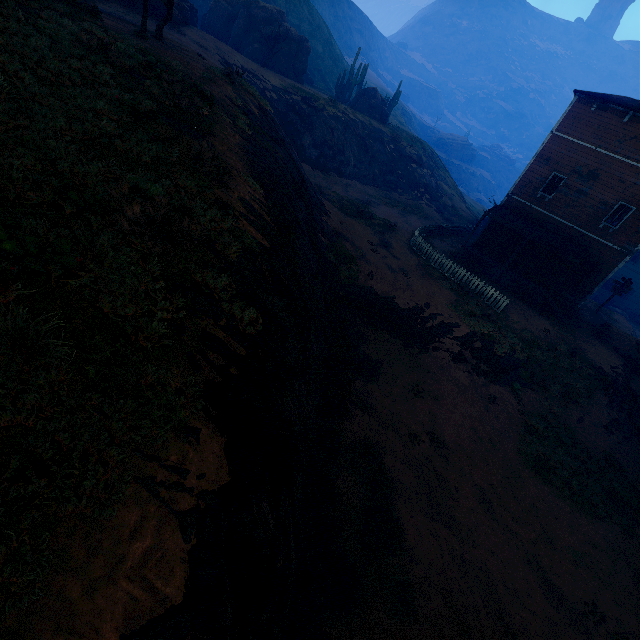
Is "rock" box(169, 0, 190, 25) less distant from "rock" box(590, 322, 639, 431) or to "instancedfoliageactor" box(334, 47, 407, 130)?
"instancedfoliageactor" box(334, 47, 407, 130)

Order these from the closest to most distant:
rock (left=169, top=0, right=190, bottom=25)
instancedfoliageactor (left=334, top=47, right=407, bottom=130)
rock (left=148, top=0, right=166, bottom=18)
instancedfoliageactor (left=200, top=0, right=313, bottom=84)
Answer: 1. rock (left=148, top=0, right=166, bottom=18)
2. rock (left=169, top=0, right=190, bottom=25)
3. instancedfoliageactor (left=200, top=0, right=313, bottom=84)
4. instancedfoliageactor (left=334, top=47, right=407, bottom=130)

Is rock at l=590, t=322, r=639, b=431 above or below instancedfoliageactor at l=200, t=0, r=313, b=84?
below

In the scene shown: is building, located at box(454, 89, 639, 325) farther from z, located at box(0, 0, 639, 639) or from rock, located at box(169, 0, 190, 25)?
rock, located at box(169, 0, 190, 25)

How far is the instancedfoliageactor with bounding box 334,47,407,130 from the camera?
40.34m

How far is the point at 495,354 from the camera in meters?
16.4 m

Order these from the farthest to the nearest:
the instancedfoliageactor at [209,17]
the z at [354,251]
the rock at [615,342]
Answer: the instancedfoliageactor at [209,17]
the rock at [615,342]
the z at [354,251]

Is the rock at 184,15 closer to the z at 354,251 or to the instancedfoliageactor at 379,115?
the z at 354,251
